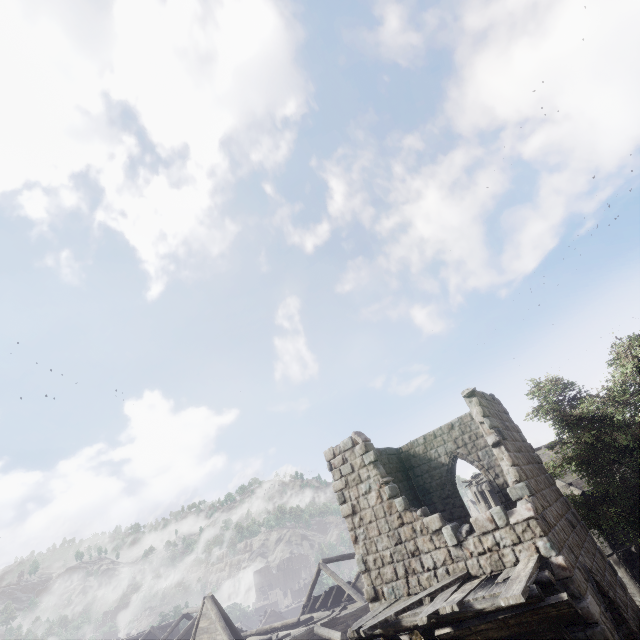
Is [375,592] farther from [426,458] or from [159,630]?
[159,630]

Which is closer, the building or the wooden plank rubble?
the wooden plank rubble

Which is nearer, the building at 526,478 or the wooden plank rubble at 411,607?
the wooden plank rubble at 411,607
